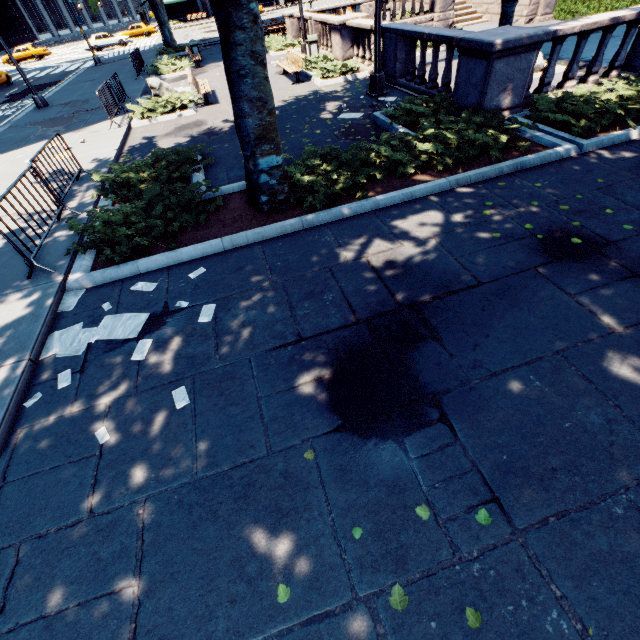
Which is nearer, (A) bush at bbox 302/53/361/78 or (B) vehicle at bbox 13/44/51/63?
(A) bush at bbox 302/53/361/78

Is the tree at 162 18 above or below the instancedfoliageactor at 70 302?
above

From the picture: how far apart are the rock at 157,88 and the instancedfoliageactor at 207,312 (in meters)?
14.20

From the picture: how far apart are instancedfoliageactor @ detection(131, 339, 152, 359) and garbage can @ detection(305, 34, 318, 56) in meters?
18.5

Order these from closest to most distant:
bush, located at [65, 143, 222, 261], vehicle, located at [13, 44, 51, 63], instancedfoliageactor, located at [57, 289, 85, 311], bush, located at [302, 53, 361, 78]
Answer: instancedfoliageactor, located at [57, 289, 85, 311] < bush, located at [65, 143, 222, 261] < bush, located at [302, 53, 361, 78] < vehicle, located at [13, 44, 51, 63]

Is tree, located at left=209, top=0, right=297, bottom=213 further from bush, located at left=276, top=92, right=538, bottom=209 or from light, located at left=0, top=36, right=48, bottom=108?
light, located at left=0, top=36, right=48, bottom=108

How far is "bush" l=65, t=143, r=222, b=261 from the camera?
5.6 meters

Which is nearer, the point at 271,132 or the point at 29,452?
the point at 29,452
